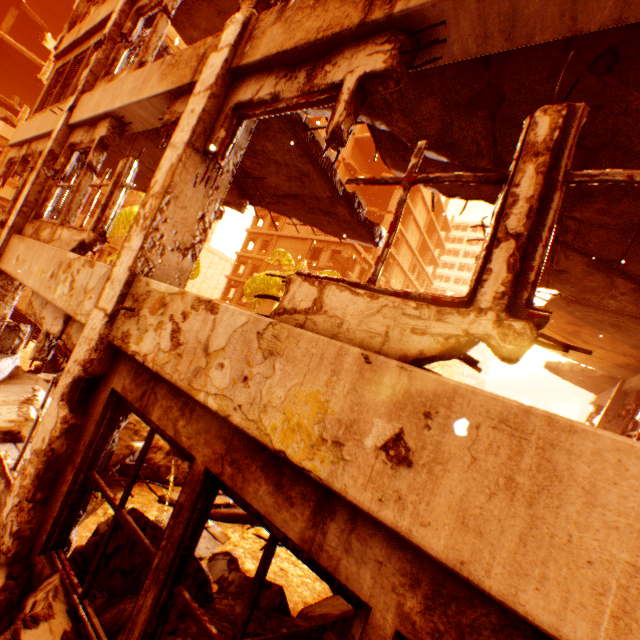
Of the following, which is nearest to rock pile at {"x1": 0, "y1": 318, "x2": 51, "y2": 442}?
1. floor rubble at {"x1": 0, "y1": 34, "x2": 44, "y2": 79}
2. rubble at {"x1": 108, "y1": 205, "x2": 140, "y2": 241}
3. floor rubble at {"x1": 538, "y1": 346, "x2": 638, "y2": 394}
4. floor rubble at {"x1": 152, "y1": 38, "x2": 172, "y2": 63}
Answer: rubble at {"x1": 108, "y1": 205, "x2": 140, "y2": 241}

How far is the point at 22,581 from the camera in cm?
268

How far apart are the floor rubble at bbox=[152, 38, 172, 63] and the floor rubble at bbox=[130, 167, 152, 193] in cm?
247

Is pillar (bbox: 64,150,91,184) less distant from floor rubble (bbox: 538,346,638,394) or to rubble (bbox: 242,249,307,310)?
floor rubble (bbox: 538,346,638,394)

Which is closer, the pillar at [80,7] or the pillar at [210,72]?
the pillar at [210,72]

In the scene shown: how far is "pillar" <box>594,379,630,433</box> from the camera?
8.53m

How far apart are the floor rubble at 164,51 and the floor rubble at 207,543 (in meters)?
9.57

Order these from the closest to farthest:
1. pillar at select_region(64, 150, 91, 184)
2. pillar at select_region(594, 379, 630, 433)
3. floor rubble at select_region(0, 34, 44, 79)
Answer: pillar at select_region(64, 150, 91, 184) → pillar at select_region(594, 379, 630, 433) → floor rubble at select_region(0, 34, 44, 79)
